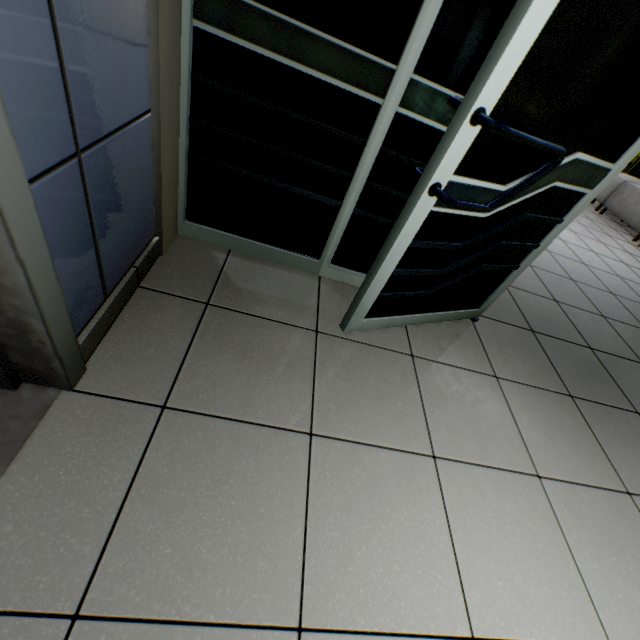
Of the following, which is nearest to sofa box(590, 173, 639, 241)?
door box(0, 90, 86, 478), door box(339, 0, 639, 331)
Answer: door box(339, 0, 639, 331)

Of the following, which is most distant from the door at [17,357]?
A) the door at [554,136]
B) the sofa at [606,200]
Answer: the sofa at [606,200]

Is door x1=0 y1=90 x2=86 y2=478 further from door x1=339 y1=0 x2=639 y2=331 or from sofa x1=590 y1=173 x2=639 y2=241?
sofa x1=590 y1=173 x2=639 y2=241

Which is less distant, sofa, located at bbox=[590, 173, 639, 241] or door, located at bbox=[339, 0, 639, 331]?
door, located at bbox=[339, 0, 639, 331]

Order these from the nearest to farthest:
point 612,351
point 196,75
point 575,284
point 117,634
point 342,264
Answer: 1. point 117,634
2. point 196,75
3. point 342,264
4. point 612,351
5. point 575,284

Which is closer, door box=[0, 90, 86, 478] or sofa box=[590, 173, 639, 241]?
door box=[0, 90, 86, 478]
